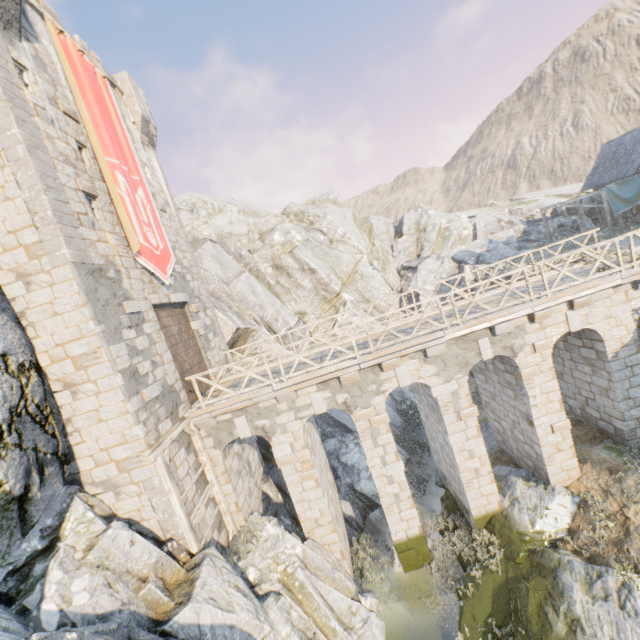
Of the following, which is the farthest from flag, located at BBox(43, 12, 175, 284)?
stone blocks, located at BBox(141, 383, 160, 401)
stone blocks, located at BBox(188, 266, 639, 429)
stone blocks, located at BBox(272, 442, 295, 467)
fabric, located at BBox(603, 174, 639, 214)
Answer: fabric, located at BBox(603, 174, 639, 214)

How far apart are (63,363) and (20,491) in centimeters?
319cm

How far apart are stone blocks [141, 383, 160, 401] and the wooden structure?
1.2 meters

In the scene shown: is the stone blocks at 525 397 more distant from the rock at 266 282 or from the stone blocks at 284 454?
the stone blocks at 284 454

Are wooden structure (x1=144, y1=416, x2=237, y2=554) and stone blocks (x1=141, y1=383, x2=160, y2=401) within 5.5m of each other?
yes

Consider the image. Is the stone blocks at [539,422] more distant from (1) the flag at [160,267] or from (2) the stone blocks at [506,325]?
(1) the flag at [160,267]

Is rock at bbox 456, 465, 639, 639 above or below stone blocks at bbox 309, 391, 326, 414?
below

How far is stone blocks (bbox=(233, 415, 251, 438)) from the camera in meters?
11.1 m
